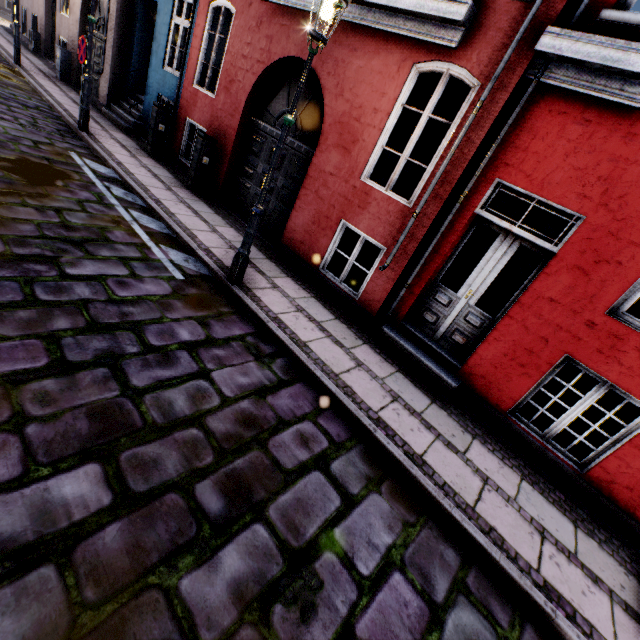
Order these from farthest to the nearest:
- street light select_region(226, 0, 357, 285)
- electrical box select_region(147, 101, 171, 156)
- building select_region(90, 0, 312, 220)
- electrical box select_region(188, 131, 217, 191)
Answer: electrical box select_region(147, 101, 171, 156) < electrical box select_region(188, 131, 217, 191) < building select_region(90, 0, 312, 220) < street light select_region(226, 0, 357, 285)

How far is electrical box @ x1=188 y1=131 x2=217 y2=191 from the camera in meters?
7.5 m

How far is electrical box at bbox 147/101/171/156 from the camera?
8.6 meters

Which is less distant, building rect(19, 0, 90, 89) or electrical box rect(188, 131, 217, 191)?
electrical box rect(188, 131, 217, 191)

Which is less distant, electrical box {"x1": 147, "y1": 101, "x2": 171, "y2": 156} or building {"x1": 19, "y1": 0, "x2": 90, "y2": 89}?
electrical box {"x1": 147, "y1": 101, "x2": 171, "y2": 156}

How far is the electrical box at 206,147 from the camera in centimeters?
753cm

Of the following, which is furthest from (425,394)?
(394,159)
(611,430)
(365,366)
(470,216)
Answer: (394,159)

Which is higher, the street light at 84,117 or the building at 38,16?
the building at 38,16
